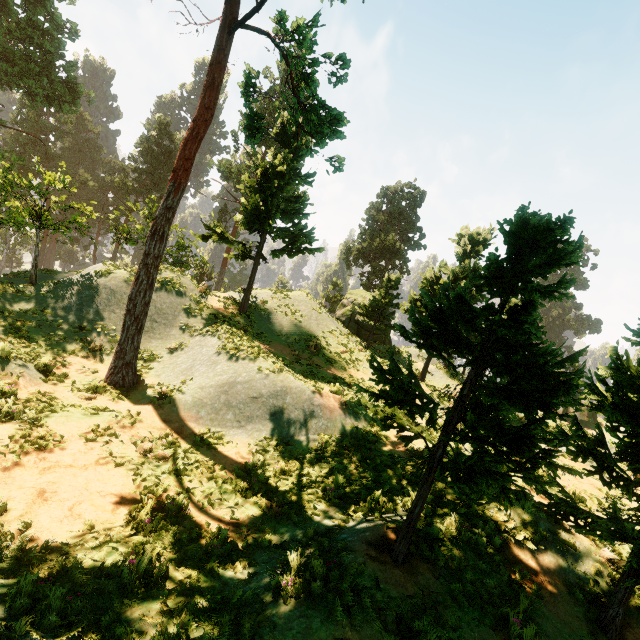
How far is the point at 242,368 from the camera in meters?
12.5 m

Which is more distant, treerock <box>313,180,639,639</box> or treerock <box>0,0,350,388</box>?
treerock <box>0,0,350,388</box>

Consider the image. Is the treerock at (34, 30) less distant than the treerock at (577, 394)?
No
